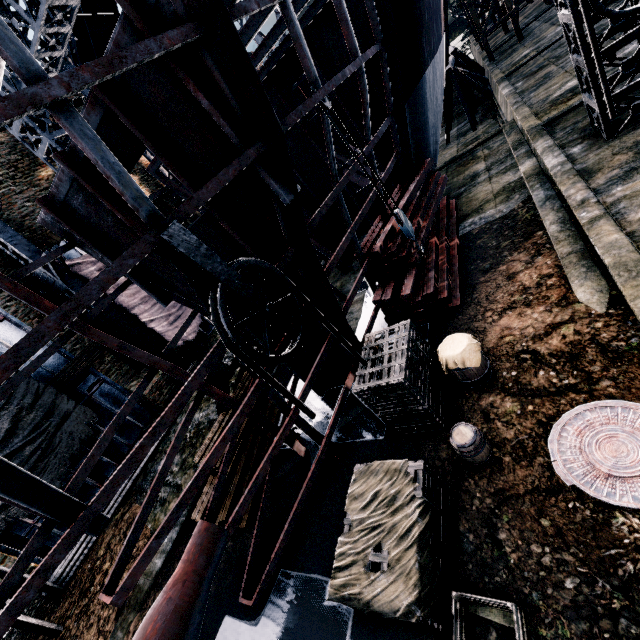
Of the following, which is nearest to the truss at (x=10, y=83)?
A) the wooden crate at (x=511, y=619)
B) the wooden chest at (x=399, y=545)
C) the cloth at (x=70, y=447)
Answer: the cloth at (x=70, y=447)

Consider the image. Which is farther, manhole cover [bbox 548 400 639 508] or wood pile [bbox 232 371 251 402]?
wood pile [bbox 232 371 251 402]

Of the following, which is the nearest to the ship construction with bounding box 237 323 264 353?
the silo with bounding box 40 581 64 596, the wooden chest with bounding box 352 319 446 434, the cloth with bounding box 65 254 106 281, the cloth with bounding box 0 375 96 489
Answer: the wooden chest with bounding box 352 319 446 434

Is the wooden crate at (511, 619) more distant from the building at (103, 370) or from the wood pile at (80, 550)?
the wood pile at (80, 550)

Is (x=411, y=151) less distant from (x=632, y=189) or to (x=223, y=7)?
(x=632, y=189)

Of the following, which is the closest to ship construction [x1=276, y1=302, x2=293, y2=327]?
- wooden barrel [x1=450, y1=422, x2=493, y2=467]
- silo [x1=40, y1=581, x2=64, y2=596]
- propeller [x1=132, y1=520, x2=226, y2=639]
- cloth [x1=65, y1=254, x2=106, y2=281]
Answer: propeller [x1=132, y1=520, x2=226, y2=639]

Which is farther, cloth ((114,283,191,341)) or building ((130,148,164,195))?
building ((130,148,164,195))

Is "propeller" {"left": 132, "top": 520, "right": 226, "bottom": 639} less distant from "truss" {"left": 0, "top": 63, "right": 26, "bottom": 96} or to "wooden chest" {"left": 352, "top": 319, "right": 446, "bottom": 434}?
"wooden chest" {"left": 352, "top": 319, "right": 446, "bottom": 434}
